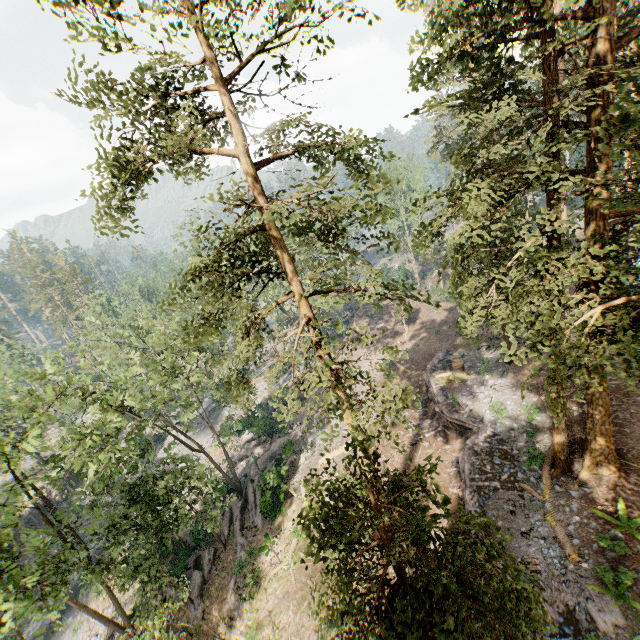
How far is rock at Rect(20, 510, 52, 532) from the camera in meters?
36.0 m

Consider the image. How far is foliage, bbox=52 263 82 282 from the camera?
58.5 meters

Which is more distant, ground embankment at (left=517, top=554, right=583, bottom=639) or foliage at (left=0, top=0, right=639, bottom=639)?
ground embankment at (left=517, top=554, right=583, bottom=639)

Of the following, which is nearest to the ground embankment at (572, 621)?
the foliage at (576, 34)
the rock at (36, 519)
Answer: the foliage at (576, 34)

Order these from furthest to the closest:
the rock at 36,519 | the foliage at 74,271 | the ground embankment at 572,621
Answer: the foliage at 74,271
the rock at 36,519
the ground embankment at 572,621

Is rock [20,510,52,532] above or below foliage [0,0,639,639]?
below

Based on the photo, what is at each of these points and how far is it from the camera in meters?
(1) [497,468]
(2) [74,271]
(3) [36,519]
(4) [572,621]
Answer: (1) ground embankment, 19.2
(2) foliage, 59.3
(3) rock, 37.4
(4) ground embankment, 12.6

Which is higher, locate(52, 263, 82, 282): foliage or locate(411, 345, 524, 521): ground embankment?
locate(52, 263, 82, 282): foliage
